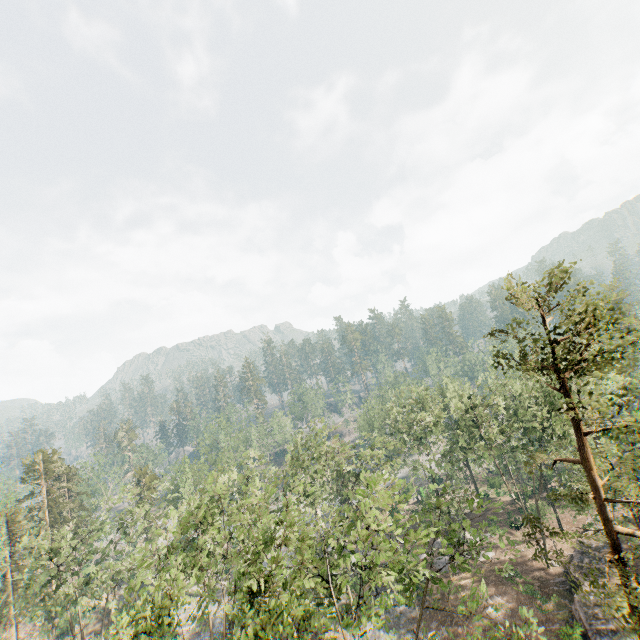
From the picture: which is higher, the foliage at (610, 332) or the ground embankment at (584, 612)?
the foliage at (610, 332)

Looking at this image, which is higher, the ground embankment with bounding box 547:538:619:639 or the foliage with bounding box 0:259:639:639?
the foliage with bounding box 0:259:639:639

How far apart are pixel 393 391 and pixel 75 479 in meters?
59.0 m

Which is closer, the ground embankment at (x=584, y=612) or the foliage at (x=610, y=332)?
the foliage at (x=610, y=332)

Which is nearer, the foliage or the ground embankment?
the foliage
